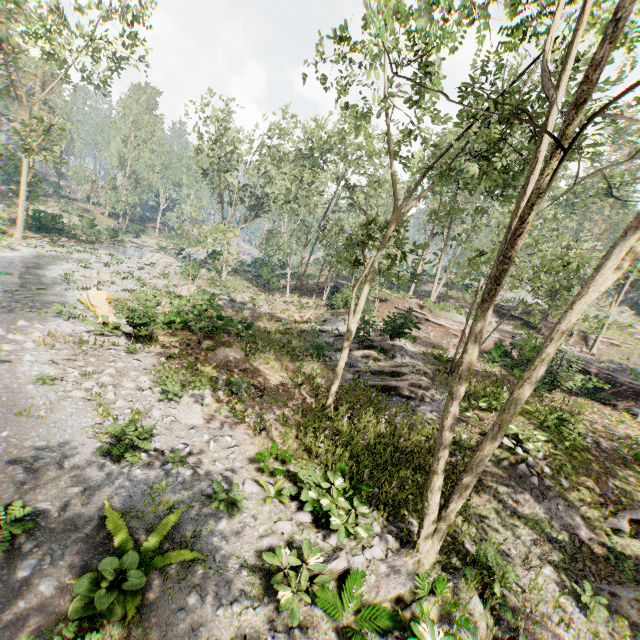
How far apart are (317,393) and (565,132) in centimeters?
1238cm

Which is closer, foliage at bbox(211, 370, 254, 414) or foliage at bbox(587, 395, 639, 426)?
foliage at bbox(211, 370, 254, 414)

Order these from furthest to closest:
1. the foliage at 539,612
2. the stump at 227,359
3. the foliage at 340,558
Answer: the stump at 227,359 → the foliage at 539,612 → the foliage at 340,558

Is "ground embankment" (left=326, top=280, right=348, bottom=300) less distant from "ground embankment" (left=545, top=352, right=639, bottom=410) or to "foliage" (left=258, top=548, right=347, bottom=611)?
"foliage" (left=258, top=548, right=347, bottom=611)

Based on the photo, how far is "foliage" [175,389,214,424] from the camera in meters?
10.3

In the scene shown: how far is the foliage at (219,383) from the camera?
12.2 meters

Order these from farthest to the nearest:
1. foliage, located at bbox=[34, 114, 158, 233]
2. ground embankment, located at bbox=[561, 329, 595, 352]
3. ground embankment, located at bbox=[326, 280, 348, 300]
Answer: foliage, located at bbox=[34, 114, 158, 233] < ground embankment, located at bbox=[326, 280, 348, 300] < ground embankment, located at bbox=[561, 329, 595, 352]

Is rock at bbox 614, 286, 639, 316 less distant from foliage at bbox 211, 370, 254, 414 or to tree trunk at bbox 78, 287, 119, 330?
foliage at bbox 211, 370, 254, 414
